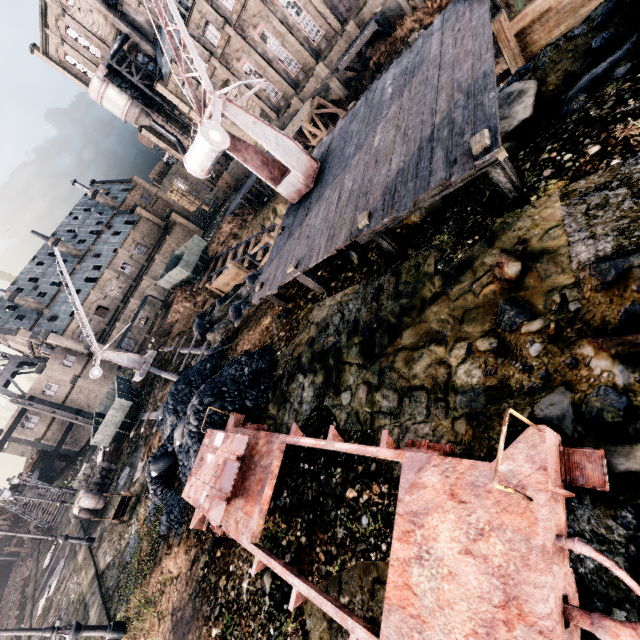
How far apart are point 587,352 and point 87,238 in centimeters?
7459cm

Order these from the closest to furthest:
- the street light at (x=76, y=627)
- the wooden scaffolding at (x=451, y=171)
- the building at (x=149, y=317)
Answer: the wooden scaffolding at (x=451, y=171) → the street light at (x=76, y=627) → the building at (x=149, y=317)

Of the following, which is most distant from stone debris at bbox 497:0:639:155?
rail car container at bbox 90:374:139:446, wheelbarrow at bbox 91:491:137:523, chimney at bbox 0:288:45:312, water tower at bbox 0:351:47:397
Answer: water tower at bbox 0:351:47:397

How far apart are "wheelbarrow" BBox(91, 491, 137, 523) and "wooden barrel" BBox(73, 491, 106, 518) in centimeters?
620cm

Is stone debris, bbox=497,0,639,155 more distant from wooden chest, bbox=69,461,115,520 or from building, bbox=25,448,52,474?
building, bbox=25,448,52,474

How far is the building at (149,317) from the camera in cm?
5038

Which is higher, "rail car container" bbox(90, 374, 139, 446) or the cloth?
the cloth

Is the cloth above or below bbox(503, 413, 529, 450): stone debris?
above
